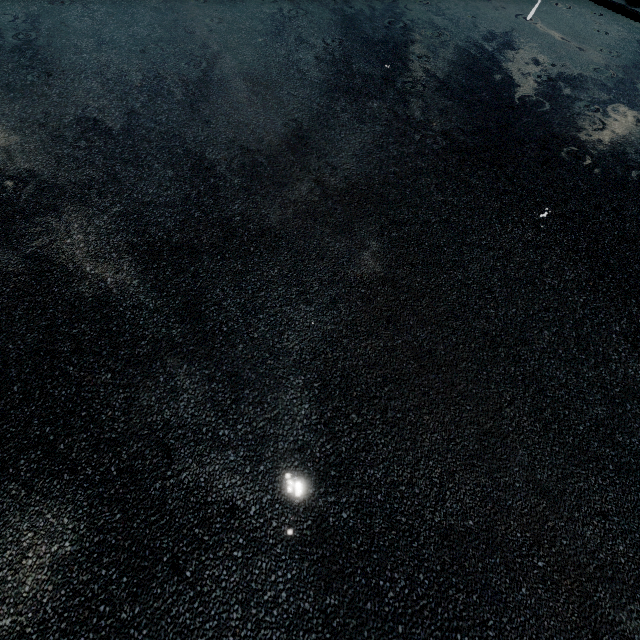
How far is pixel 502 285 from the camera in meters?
1.7
